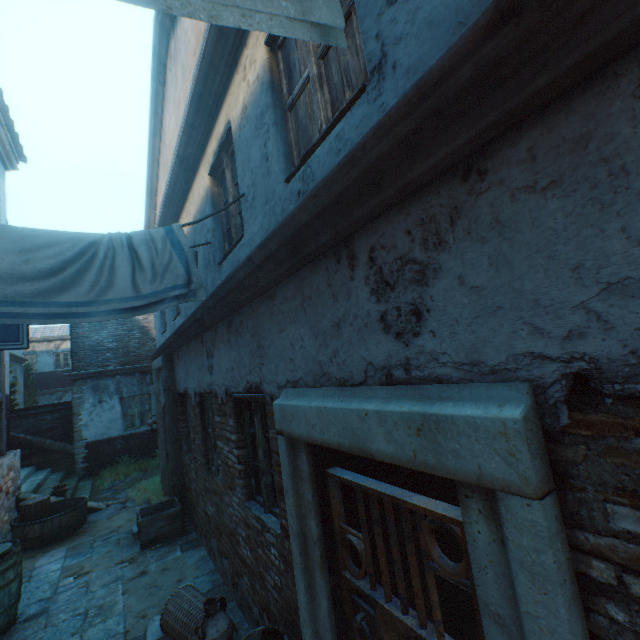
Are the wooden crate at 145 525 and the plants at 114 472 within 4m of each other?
no

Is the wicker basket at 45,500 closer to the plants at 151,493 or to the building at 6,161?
the building at 6,161

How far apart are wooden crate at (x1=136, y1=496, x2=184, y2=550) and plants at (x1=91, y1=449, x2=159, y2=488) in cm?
523

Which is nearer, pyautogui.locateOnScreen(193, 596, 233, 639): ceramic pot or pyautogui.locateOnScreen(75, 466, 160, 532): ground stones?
pyautogui.locateOnScreen(193, 596, 233, 639): ceramic pot

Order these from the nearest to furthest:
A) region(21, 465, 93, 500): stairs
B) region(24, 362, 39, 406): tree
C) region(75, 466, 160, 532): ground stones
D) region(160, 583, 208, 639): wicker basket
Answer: region(160, 583, 208, 639): wicker basket → region(75, 466, 160, 532): ground stones → region(21, 465, 93, 500): stairs → region(24, 362, 39, 406): tree

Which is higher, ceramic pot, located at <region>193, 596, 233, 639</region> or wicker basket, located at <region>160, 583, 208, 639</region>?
ceramic pot, located at <region>193, 596, 233, 639</region>

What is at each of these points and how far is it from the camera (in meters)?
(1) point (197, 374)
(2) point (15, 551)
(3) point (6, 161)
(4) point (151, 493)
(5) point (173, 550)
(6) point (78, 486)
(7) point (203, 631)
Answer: (1) building, 5.59
(2) barrel, 4.72
(3) building, 8.93
(4) plants, 8.93
(5) ground pavers, 5.95
(6) stairs, 10.53
(7) ceramic pot, 2.95

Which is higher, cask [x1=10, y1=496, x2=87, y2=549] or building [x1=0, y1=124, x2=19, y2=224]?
building [x1=0, y1=124, x2=19, y2=224]
